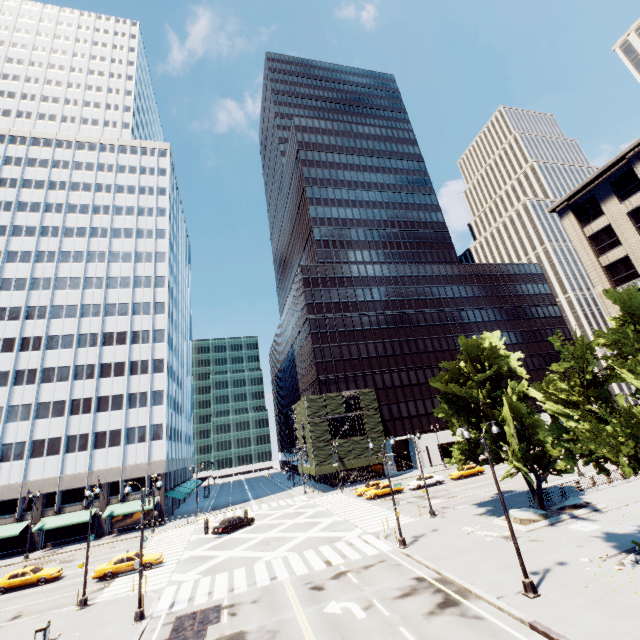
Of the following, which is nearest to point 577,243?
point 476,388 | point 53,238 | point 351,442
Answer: point 476,388

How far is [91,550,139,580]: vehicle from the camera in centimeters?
2680cm

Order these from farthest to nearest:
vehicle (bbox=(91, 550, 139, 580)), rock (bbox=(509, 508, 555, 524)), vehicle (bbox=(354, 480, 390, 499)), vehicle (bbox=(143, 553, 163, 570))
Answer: vehicle (bbox=(354, 480, 390, 499)), vehicle (bbox=(143, 553, 163, 570)), vehicle (bbox=(91, 550, 139, 580)), rock (bbox=(509, 508, 555, 524))

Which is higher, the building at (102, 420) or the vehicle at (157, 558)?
the building at (102, 420)

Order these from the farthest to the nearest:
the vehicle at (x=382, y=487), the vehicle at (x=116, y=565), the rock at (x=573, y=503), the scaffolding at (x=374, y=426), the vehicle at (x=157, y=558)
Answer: the scaffolding at (x=374, y=426)
the vehicle at (x=382, y=487)
the vehicle at (x=157, y=558)
the vehicle at (x=116, y=565)
the rock at (x=573, y=503)

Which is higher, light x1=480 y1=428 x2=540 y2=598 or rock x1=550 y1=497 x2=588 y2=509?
rock x1=550 y1=497 x2=588 y2=509

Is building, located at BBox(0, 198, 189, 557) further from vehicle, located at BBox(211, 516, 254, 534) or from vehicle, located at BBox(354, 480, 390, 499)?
vehicle, located at BBox(354, 480, 390, 499)

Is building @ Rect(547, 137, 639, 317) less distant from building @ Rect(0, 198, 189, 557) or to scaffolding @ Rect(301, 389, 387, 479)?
scaffolding @ Rect(301, 389, 387, 479)
